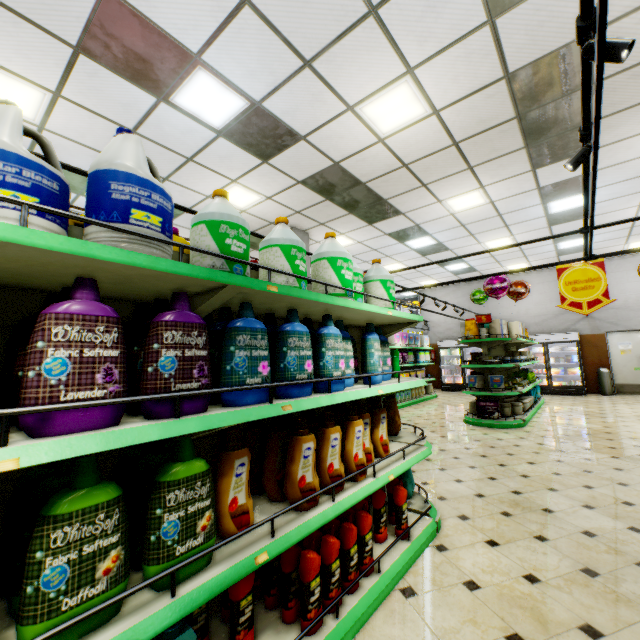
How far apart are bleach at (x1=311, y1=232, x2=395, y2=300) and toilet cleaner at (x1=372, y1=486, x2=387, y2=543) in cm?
144

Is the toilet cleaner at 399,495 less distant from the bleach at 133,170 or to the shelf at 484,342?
the bleach at 133,170

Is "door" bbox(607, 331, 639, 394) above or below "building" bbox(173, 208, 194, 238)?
below

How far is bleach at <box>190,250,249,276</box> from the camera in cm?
158

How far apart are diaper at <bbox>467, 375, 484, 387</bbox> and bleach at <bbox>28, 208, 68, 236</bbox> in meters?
7.4

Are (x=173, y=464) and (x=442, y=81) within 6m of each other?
yes

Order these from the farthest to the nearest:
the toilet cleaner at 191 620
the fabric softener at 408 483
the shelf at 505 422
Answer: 1. the shelf at 505 422
2. the fabric softener at 408 483
3. the toilet cleaner at 191 620

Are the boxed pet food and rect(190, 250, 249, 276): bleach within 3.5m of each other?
no
